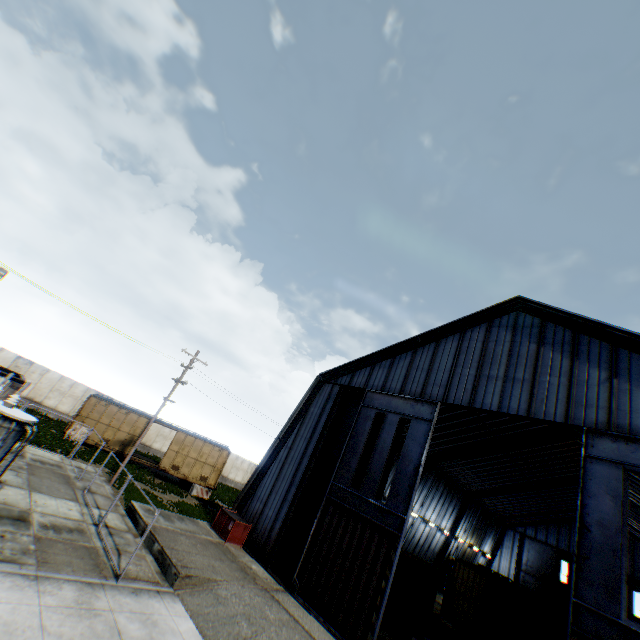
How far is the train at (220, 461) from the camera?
27.5 meters

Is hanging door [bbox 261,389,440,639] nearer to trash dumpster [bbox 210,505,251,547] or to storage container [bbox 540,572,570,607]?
trash dumpster [bbox 210,505,251,547]

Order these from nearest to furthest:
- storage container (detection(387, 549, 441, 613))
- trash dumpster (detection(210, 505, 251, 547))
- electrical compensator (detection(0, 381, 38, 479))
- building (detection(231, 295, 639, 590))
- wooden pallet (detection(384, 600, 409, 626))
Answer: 1. electrical compensator (detection(0, 381, 38, 479))
2. building (detection(231, 295, 639, 590))
3. trash dumpster (detection(210, 505, 251, 547))
4. wooden pallet (detection(384, 600, 409, 626))
5. storage container (detection(387, 549, 441, 613))

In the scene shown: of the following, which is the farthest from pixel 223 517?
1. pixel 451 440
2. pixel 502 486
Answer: pixel 502 486

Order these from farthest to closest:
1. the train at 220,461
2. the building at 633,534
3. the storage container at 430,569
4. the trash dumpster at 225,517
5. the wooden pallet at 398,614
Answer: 1. the train at 220,461
2. the building at 633,534
3. the storage container at 430,569
4. the wooden pallet at 398,614
5. the trash dumpster at 225,517

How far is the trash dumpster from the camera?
17.5 meters

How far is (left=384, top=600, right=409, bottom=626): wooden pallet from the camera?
18.44m

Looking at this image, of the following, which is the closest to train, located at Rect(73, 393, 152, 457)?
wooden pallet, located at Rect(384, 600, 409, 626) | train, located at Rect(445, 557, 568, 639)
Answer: wooden pallet, located at Rect(384, 600, 409, 626)
